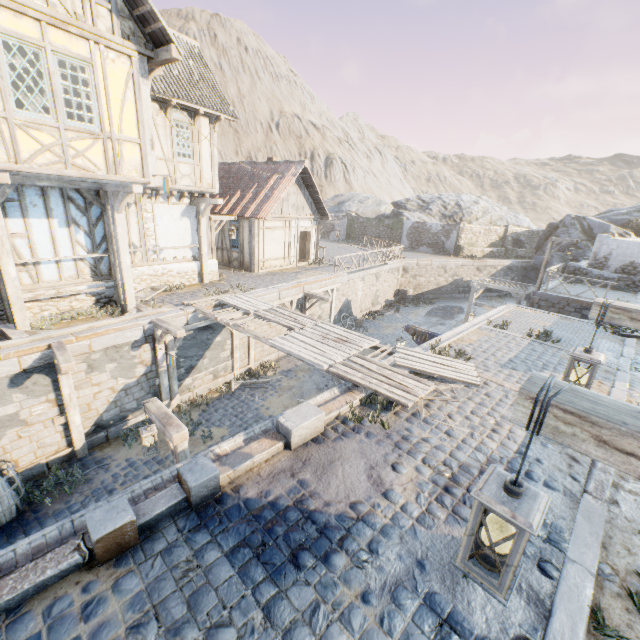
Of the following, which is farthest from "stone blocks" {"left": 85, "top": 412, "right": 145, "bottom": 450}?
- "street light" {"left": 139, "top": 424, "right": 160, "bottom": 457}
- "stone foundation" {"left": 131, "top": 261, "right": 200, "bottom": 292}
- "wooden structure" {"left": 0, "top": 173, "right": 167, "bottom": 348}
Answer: "street light" {"left": 139, "top": 424, "right": 160, "bottom": 457}

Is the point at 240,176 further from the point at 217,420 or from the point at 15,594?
the point at 15,594

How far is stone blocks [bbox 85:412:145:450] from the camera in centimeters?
920cm

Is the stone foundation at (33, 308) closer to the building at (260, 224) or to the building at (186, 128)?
the building at (186, 128)

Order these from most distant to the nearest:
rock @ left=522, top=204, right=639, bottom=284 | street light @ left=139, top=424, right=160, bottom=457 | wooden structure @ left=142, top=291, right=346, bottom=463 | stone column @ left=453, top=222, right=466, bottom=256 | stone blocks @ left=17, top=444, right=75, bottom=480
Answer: stone column @ left=453, top=222, right=466, bottom=256 → rock @ left=522, top=204, right=639, bottom=284 → stone blocks @ left=17, top=444, right=75, bottom=480 → street light @ left=139, top=424, right=160, bottom=457 → wooden structure @ left=142, top=291, right=346, bottom=463

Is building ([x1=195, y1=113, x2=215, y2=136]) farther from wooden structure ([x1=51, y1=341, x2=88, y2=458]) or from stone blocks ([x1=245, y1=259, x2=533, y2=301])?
A: stone blocks ([x1=245, y1=259, x2=533, y2=301])

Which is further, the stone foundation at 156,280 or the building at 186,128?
the stone foundation at 156,280

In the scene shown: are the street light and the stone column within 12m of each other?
no
